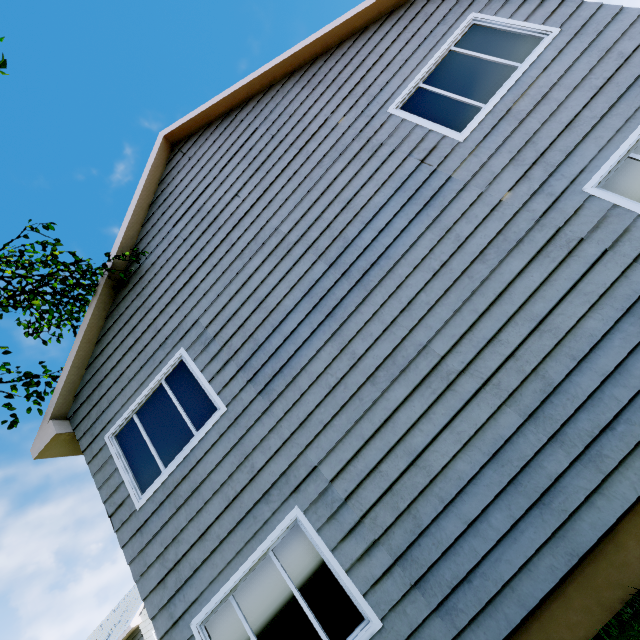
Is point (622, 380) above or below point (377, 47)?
below
